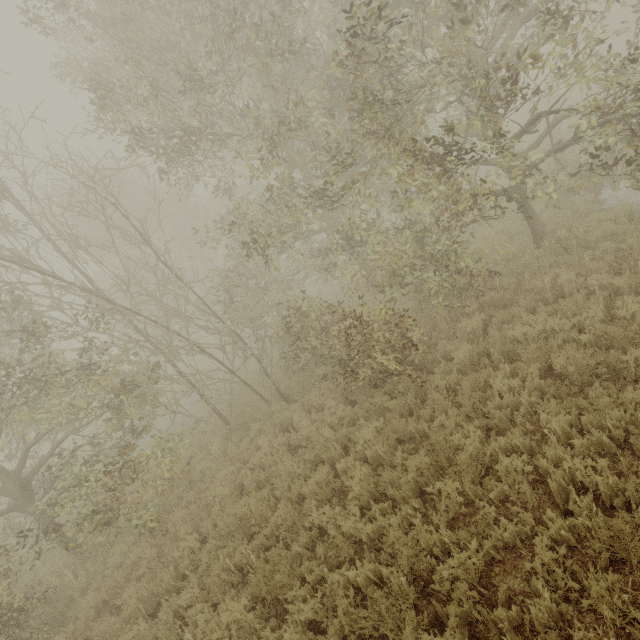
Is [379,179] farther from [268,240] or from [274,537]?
[274,537]
